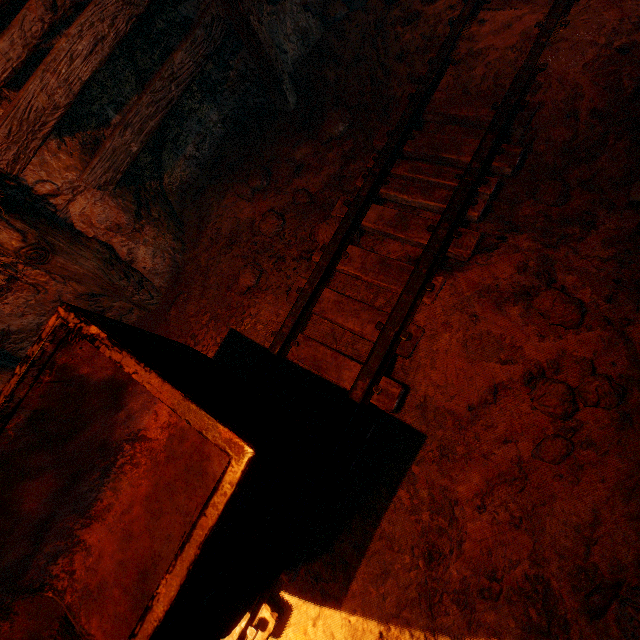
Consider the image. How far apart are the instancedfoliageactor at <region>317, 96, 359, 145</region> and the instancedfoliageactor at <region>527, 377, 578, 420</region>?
2.79m

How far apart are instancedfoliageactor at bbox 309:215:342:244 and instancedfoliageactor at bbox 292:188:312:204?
0.4 meters

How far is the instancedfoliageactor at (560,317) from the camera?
1.9 meters

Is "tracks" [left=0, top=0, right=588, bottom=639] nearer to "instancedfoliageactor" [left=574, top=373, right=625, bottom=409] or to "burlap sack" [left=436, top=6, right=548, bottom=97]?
"burlap sack" [left=436, top=6, right=548, bottom=97]

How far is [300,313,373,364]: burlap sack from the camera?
2.4 meters

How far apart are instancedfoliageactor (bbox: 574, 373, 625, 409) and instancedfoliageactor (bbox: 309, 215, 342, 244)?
1.6 meters

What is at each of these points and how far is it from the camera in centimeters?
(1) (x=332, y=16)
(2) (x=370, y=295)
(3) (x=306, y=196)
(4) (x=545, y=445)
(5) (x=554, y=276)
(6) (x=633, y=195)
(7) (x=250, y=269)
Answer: (1) instancedfoliageactor, 379cm
(2) burlap sack, 244cm
(3) instancedfoliageactor, 311cm
(4) instancedfoliageactor, 185cm
(5) burlap sack, 211cm
(6) instancedfoliageactor, 217cm
(7) instancedfoliageactor, 280cm

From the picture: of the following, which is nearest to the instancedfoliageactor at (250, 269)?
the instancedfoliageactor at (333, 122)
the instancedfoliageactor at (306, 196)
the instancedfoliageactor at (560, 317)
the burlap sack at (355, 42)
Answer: the burlap sack at (355, 42)
